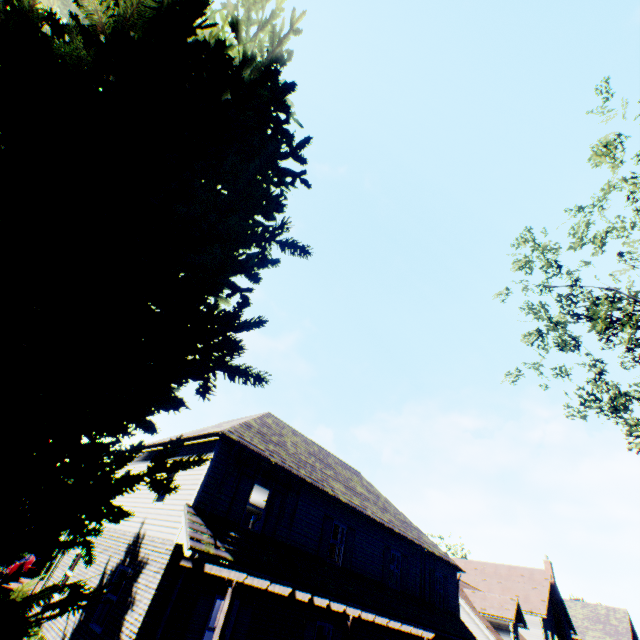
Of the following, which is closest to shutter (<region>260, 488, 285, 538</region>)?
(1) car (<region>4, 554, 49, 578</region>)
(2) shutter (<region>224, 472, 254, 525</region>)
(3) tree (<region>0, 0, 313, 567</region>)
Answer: (2) shutter (<region>224, 472, 254, 525</region>)

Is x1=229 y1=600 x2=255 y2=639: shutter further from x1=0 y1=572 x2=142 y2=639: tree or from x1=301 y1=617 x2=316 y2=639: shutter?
x1=0 y1=572 x2=142 y2=639: tree

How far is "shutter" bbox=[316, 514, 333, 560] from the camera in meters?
13.8 m

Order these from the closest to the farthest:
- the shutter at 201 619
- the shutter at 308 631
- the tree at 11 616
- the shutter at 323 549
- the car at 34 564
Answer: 1. the tree at 11 616
2. the shutter at 201 619
3. the shutter at 308 631
4. the shutter at 323 549
5. the car at 34 564

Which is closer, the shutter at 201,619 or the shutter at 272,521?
the shutter at 201,619

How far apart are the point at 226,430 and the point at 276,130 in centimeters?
1175cm

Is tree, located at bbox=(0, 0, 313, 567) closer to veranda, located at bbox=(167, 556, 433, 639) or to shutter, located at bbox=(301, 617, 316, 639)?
veranda, located at bbox=(167, 556, 433, 639)

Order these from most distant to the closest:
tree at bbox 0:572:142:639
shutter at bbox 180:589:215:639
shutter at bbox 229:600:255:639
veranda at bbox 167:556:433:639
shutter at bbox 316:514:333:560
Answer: shutter at bbox 316:514:333:560
shutter at bbox 229:600:255:639
shutter at bbox 180:589:215:639
veranda at bbox 167:556:433:639
tree at bbox 0:572:142:639
